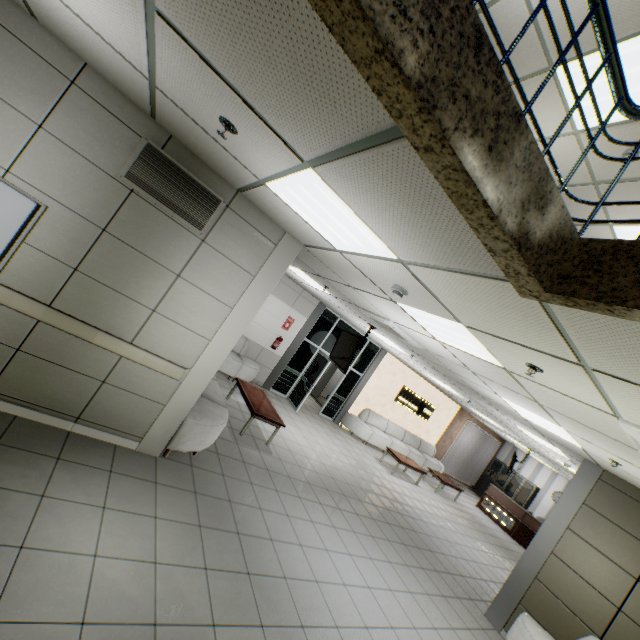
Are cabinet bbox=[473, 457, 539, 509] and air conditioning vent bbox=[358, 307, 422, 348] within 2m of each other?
no

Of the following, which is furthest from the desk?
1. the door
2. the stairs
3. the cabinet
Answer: the door

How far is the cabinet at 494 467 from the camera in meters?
15.3

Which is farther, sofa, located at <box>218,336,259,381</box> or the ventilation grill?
sofa, located at <box>218,336,259,381</box>

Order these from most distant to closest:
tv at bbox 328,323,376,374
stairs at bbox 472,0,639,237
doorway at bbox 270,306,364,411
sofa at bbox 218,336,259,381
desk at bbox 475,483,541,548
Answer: desk at bbox 475,483,541,548
doorway at bbox 270,306,364,411
sofa at bbox 218,336,259,381
tv at bbox 328,323,376,374
stairs at bbox 472,0,639,237

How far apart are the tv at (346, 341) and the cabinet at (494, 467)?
14.07m

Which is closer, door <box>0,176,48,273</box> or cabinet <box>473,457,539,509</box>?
door <box>0,176,48,273</box>

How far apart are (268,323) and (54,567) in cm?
762
